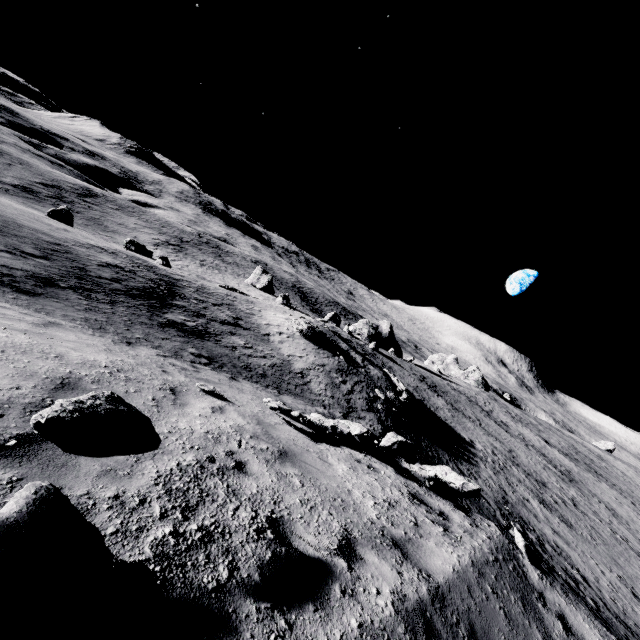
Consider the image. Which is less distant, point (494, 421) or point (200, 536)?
point (200, 536)

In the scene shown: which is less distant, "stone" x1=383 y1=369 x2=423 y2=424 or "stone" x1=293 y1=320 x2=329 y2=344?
"stone" x1=383 y1=369 x2=423 y2=424

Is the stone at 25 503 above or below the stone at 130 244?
above

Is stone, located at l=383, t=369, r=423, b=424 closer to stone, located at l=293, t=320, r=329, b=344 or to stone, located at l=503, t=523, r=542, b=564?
stone, located at l=293, t=320, r=329, b=344

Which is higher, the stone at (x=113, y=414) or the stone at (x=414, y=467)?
the stone at (x=113, y=414)

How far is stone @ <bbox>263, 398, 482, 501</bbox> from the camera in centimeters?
725cm

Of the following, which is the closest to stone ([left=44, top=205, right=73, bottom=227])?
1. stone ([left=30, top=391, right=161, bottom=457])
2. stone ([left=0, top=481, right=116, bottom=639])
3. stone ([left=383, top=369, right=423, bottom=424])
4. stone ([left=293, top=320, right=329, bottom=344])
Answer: stone ([left=293, top=320, right=329, bottom=344])

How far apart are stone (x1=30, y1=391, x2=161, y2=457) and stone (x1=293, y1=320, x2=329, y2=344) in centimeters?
2503cm
